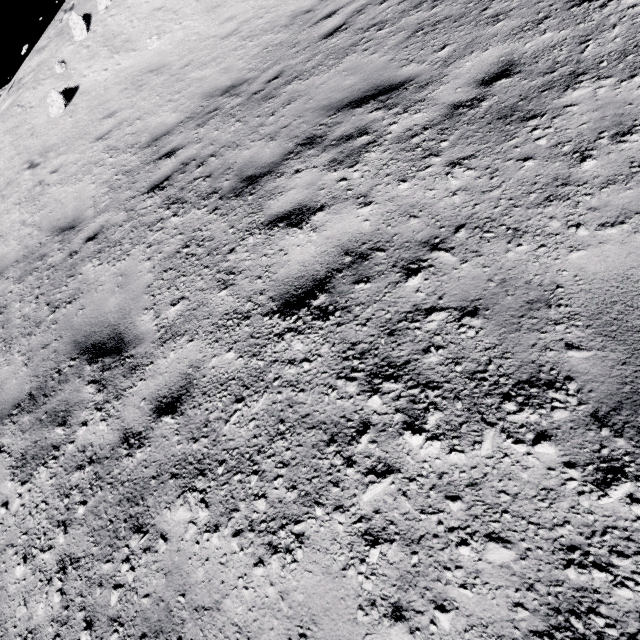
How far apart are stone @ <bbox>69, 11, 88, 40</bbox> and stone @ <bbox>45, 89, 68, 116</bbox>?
3.4 meters

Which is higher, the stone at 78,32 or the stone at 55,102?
the stone at 78,32

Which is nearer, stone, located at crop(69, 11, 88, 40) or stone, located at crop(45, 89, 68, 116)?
stone, located at crop(45, 89, 68, 116)

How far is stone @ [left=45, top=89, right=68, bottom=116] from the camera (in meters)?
9.56

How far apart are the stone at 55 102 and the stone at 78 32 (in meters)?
3.37

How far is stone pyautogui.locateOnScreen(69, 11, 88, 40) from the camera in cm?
1095

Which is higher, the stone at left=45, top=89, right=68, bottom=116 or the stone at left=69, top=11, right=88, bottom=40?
the stone at left=69, top=11, right=88, bottom=40

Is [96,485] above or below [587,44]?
below
